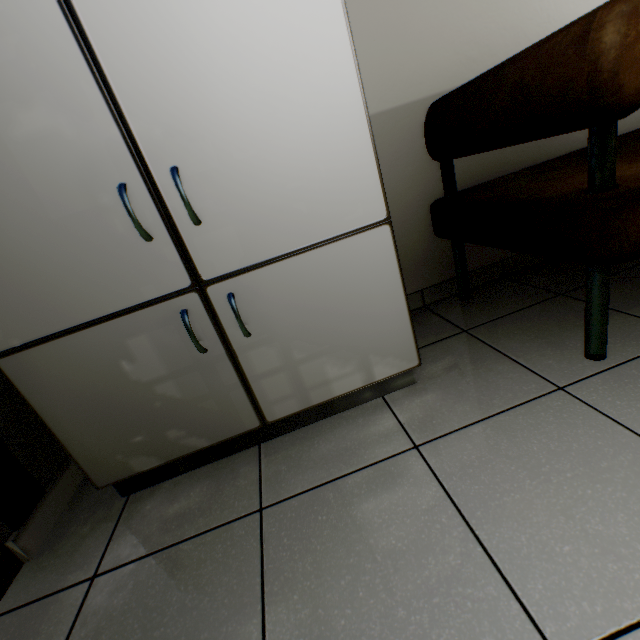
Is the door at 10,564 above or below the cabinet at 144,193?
below

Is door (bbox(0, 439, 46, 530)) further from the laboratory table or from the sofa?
the sofa

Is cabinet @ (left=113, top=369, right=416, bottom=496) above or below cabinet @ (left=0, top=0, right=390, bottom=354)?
below

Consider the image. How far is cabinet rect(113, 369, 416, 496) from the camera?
1.2m

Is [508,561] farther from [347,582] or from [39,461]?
[39,461]

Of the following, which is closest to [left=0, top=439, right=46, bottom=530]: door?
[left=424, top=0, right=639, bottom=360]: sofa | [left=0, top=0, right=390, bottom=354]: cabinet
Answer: [left=0, top=0, right=390, bottom=354]: cabinet

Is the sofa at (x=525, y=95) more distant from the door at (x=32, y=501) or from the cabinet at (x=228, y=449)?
the door at (x=32, y=501)

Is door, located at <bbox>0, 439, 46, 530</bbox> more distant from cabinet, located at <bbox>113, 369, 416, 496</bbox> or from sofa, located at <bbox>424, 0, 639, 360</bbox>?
sofa, located at <bbox>424, 0, 639, 360</bbox>
